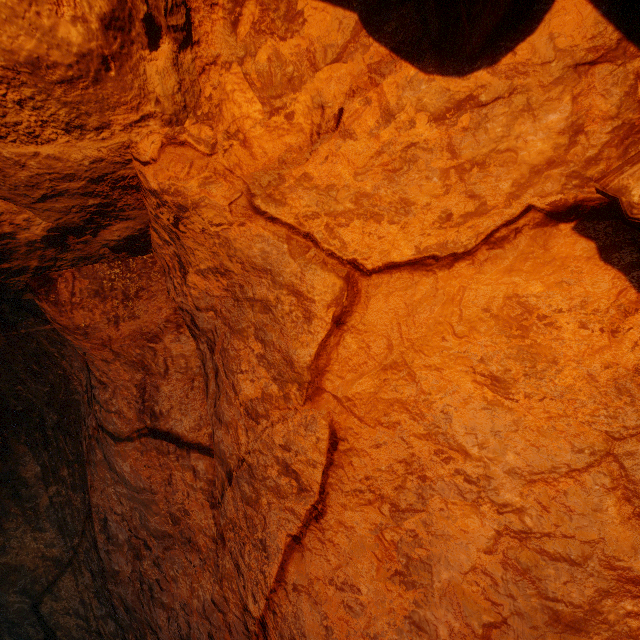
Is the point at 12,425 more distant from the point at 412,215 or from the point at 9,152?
the point at 412,215
